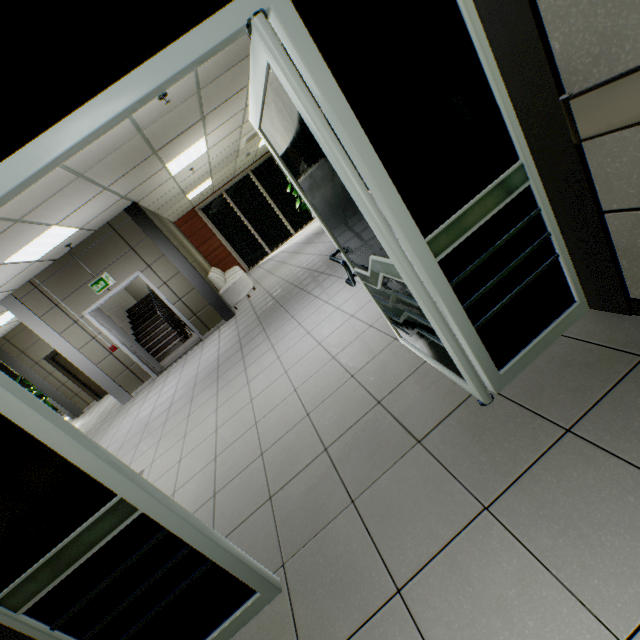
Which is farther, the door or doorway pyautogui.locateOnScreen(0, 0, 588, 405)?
the door

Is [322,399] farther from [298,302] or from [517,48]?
[298,302]

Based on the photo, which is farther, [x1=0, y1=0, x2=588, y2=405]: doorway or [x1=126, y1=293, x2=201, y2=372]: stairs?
[x1=126, y1=293, x2=201, y2=372]: stairs

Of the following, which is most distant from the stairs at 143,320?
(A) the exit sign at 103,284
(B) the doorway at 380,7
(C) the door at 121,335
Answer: (B) the doorway at 380,7

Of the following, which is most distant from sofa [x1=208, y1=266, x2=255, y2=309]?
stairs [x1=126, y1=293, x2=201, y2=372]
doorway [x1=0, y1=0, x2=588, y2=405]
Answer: doorway [x1=0, y1=0, x2=588, y2=405]

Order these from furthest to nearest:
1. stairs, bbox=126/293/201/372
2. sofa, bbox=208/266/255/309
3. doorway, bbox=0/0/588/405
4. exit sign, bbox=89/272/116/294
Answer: stairs, bbox=126/293/201/372
sofa, bbox=208/266/255/309
exit sign, bbox=89/272/116/294
doorway, bbox=0/0/588/405

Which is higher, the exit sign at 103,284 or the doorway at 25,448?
the exit sign at 103,284

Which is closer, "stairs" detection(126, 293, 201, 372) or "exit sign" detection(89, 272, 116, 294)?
"exit sign" detection(89, 272, 116, 294)
